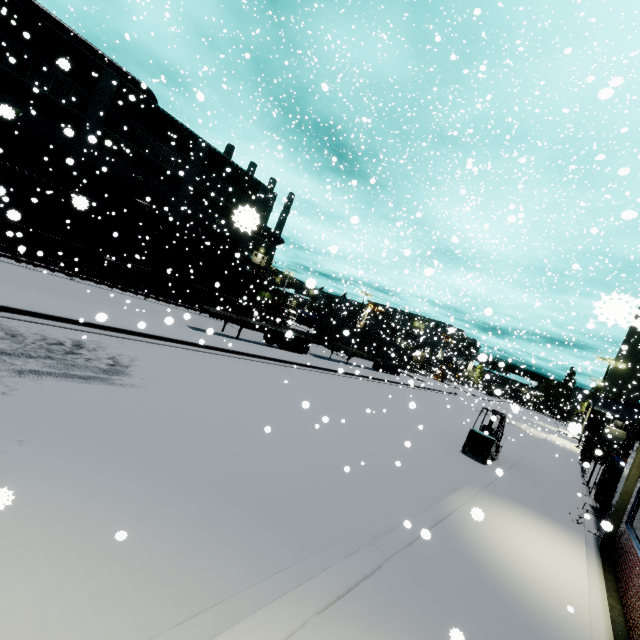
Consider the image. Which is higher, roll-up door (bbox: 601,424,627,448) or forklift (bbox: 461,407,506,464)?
roll-up door (bbox: 601,424,627,448)

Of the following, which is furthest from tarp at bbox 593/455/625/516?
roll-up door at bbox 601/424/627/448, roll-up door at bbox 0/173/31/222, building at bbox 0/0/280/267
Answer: roll-up door at bbox 601/424/627/448

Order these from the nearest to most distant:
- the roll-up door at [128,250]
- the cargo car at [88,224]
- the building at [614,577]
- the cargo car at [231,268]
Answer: the building at [614,577] → the cargo car at [88,224] → the cargo car at [231,268] → the roll-up door at [128,250]

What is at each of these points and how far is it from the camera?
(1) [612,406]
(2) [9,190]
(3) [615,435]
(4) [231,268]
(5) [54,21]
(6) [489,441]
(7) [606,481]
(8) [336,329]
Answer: (1) building, 56.12m
(2) roll-up door, 22.73m
(3) roll-up door, 56.94m
(4) cargo car, 30.88m
(5) vent duct, 22.33m
(6) forklift, 13.69m
(7) tarp, 12.37m
(8) semi trailer, 28.78m

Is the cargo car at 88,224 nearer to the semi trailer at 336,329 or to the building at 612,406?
the semi trailer at 336,329

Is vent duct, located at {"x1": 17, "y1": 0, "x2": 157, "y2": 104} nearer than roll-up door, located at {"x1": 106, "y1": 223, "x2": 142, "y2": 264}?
Yes

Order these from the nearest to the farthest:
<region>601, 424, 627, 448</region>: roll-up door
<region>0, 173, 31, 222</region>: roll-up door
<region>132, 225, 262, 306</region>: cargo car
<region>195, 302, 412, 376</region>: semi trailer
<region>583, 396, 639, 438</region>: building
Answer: <region>0, 173, 31, 222</region>: roll-up door → <region>195, 302, 412, 376</region>: semi trailer → <region>132, 225, 262, 306</region>: cargo car → <region>601, 424, 627, 448</region>: roll-up door → <region>583, 396, 639, 438</region>: building

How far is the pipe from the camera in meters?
26.8
